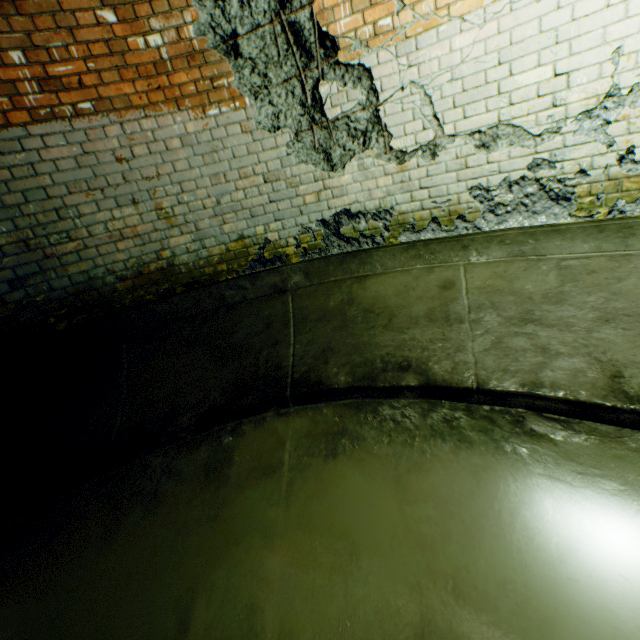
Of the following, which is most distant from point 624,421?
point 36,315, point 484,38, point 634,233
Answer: point 36,315
